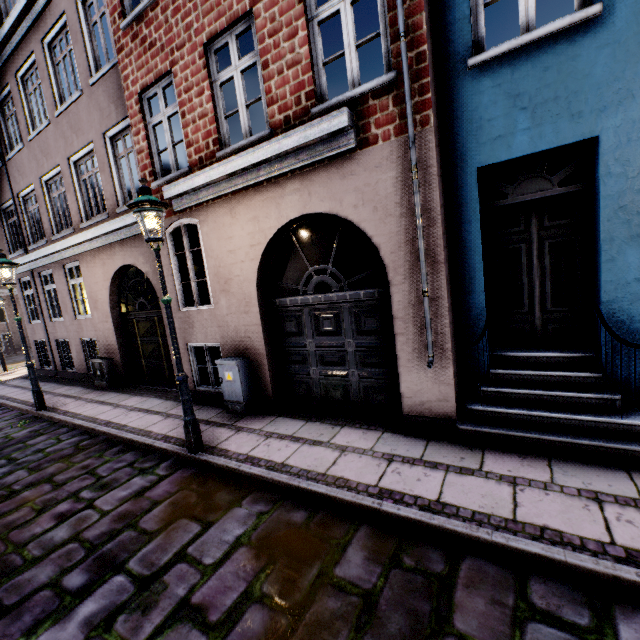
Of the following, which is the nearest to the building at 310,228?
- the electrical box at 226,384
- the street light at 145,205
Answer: the electrical box at 226,384

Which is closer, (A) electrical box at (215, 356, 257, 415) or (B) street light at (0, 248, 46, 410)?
(A) electrical box at (215, 356, 257, 415)

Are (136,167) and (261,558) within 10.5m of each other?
yes

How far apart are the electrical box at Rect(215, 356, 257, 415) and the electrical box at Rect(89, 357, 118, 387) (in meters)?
5.35

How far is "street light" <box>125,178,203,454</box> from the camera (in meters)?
4.27

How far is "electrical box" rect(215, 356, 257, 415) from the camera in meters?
5.9

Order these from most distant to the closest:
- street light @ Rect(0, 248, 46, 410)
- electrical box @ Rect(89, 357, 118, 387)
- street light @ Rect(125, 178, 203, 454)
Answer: electrical box @ Rect(89, 357, 118, 387), street light @ Rect(0, 248, 46, 410), street light @ Rect(125, 178, 203, 454)

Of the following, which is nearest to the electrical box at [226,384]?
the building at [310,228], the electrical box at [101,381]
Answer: the building at [310,228]
